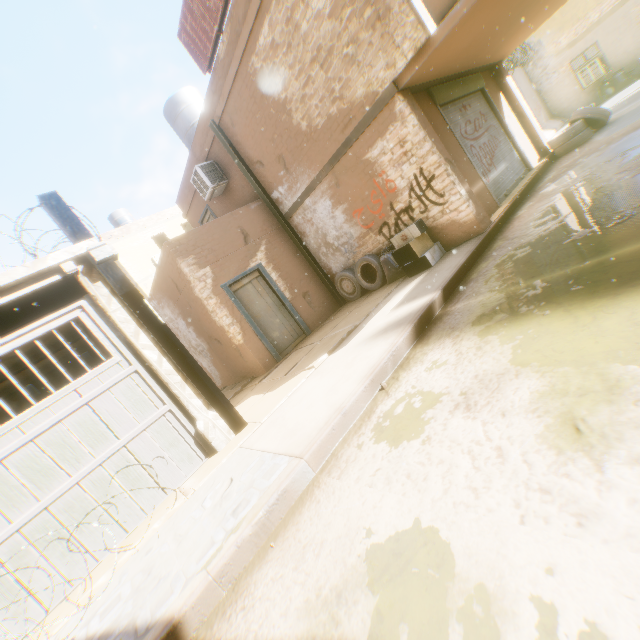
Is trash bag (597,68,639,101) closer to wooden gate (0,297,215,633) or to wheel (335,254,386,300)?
wheel (335,254,386,300)

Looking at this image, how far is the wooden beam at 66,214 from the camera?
4.6m

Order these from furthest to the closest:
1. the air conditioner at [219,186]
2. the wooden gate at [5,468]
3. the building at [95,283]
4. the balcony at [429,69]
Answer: the air conditioner at [219,186] < the balcony at [429,69] < the building at [95,283] < the wooden gate at [5,468]

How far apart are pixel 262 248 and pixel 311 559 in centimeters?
826cm

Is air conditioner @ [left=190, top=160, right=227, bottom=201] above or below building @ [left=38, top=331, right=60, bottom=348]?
above

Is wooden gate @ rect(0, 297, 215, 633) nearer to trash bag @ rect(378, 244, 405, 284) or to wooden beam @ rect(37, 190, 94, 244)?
wooden beam @ rect(37, 190, 94, 244)

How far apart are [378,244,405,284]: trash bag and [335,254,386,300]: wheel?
0.1m

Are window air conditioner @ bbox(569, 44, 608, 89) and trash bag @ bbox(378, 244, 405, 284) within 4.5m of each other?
no
